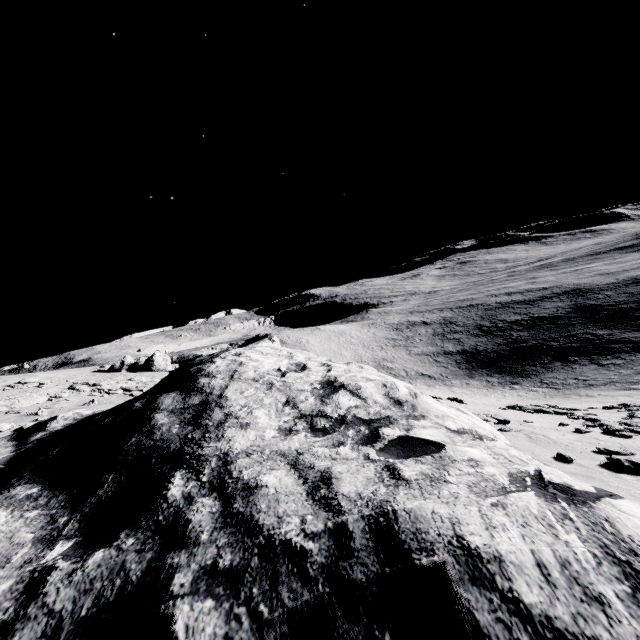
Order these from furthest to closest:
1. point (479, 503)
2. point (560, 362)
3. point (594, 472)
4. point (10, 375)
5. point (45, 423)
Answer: point (560, 362) → point (10, 375) → point (594, 472) → point (45, 423) → point (479, 503)
